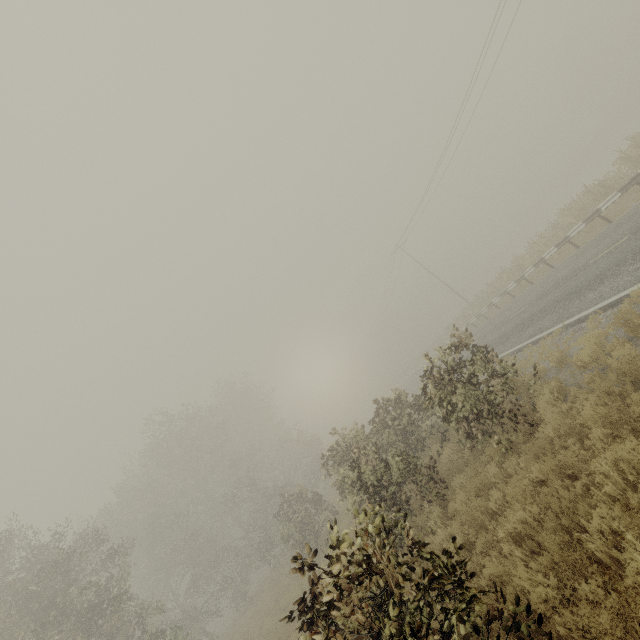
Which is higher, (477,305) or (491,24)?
(491,24)
